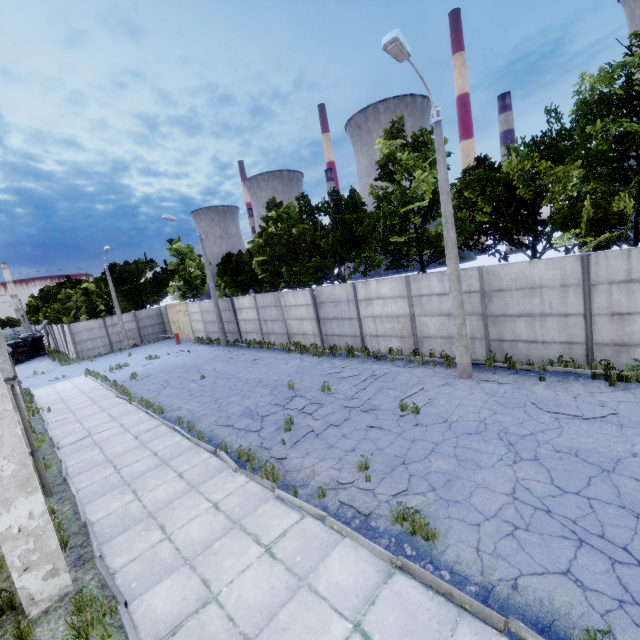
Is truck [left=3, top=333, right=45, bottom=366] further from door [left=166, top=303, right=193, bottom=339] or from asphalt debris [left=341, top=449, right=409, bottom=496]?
asphalt debris [left=341, top=449, right=409, bottom=496]

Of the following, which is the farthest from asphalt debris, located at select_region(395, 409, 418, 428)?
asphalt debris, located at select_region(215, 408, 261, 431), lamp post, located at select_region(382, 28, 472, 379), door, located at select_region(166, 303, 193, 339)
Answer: door, located at select_region(166, 303, 193, 339)

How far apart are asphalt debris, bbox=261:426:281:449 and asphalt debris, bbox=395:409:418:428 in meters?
A: 3.5 m

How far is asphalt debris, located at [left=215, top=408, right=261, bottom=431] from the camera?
10.3 meters

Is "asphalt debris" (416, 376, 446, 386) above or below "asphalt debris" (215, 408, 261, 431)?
above

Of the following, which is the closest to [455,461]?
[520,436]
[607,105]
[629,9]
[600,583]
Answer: [520,436]

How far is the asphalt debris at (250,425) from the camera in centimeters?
1034cm

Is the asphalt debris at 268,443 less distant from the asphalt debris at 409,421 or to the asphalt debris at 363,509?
the asphalt debris at 363,509
